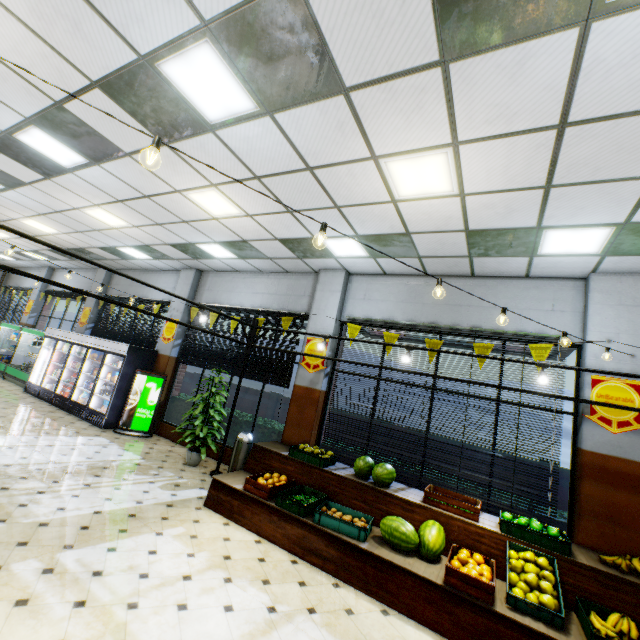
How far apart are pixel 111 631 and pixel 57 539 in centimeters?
163cm

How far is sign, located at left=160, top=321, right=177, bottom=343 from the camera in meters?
9.6

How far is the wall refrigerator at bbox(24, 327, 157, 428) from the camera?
8.7m

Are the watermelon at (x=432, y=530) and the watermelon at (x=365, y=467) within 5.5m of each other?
yes

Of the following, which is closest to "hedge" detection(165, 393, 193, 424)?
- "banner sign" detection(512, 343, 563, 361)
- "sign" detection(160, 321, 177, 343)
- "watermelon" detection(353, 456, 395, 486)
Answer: "sign" detection(160, 321, 177, 343)

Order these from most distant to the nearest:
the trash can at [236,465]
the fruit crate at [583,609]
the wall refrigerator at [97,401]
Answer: the wall refrigerator at [97,401] < the trash can at [236,465] < the fruit crate at [583,609]

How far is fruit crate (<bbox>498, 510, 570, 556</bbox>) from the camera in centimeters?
391cm

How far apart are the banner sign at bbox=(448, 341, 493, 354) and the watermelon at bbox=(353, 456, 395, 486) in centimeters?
236cm
